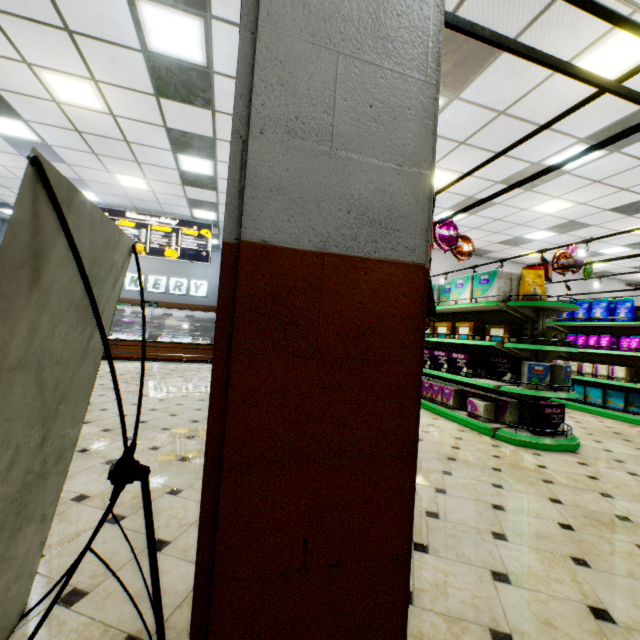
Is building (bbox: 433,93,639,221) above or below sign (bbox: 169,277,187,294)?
above

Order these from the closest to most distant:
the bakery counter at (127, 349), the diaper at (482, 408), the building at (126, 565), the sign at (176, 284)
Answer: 1. the building at (126, 565)
2. the diaper at (482, 408)
3. the bakery counter at (127, 349)
4. the sign at (176, 284)

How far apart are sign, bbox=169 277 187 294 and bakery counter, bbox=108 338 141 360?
4.42m

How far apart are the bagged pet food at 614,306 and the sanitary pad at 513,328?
3.3 meters

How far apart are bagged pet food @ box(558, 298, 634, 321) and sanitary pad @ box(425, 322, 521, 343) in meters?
3.3 m

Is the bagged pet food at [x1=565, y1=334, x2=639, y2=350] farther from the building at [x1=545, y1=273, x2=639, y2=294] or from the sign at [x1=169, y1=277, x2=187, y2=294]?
the sign at [x1=169, y1=277, x2=187, y2=294]

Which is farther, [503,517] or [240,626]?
[503,517]

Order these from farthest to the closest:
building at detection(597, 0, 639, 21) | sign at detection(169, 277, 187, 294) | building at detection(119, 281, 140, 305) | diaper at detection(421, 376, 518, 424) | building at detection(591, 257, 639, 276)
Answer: sign at detection(169, 277, 187, 294) < building at detection(119, 281, 140, 305) < building at detection(591, 257, 639, 276) < diaper at detection(421, 376, 518, 424) < building at detection(597, 0, 639, 21)
